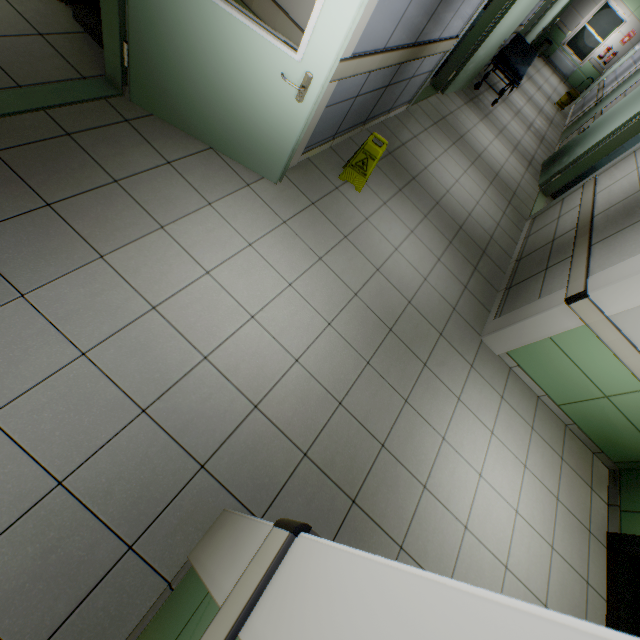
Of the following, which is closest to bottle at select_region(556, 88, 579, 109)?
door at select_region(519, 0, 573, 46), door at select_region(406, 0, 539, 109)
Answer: door at select_region(519, 0, 573, 46)

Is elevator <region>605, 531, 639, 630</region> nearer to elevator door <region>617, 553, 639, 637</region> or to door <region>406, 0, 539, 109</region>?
elevator door <region>617, 553, 639, 637</region>

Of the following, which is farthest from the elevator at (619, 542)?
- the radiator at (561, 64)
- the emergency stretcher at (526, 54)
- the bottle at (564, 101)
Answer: the radiator at (561, 64)

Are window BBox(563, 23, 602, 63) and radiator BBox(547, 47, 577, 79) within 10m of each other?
yes

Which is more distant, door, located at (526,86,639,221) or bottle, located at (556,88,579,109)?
bottle, located at (556,88,579,109)

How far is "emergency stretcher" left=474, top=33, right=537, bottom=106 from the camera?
7.1m

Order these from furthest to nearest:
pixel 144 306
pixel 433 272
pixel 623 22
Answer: pixel 623 22, pixel 433 272, pixel 144 306

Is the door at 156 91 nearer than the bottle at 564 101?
Yes
